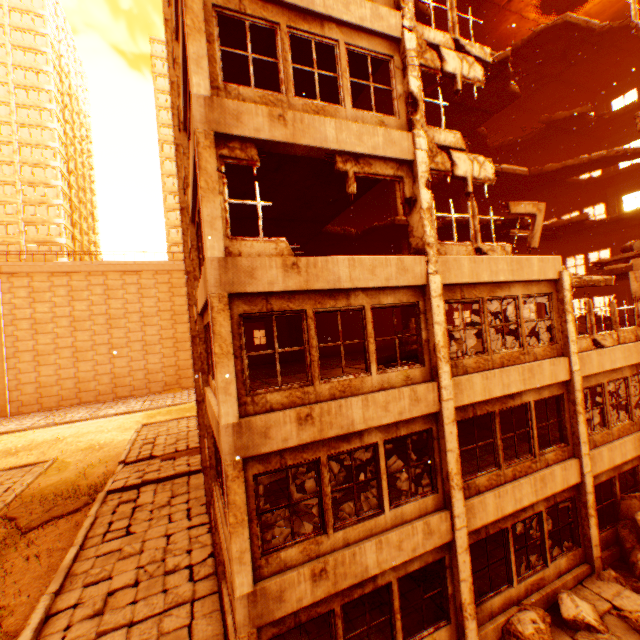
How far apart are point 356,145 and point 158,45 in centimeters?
7302cm

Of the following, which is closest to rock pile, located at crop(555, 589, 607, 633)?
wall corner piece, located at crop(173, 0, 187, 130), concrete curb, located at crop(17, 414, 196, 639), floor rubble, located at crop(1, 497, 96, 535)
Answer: wall corner piece, located at crop(173, 0, 187, 130)

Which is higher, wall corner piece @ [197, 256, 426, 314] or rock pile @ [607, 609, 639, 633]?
wall corner piece @ [197, 256, 426, 314]

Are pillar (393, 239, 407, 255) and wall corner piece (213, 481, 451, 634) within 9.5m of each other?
no

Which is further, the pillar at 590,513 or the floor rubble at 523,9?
the floor rubble at 523,9

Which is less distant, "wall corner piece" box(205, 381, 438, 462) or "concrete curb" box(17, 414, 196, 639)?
"wall corner piece" box(205, 381, 438, 462)

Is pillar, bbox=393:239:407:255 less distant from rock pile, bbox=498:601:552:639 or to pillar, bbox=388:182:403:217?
pillar, bbox=388:182:403:217

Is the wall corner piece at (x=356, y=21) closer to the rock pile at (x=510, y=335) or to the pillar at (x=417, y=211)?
the pillar at (x=417, y=211)
